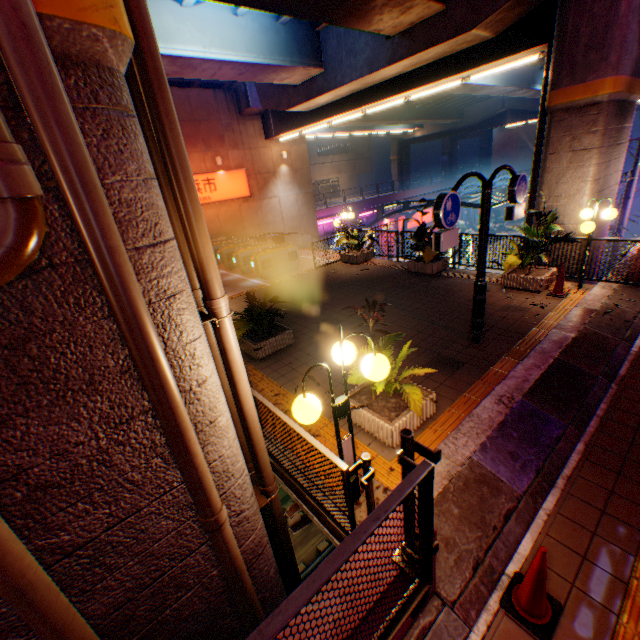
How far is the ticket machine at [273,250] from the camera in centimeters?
1345cm

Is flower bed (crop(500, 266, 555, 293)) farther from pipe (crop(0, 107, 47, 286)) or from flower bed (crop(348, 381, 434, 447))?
pipe (crop(0, 107, 47, 286))

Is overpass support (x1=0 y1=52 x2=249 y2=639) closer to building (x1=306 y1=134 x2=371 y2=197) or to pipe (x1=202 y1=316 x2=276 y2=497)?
pipe (x1=202 y1=316 x2=276 y2=497)

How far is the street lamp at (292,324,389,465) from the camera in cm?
295

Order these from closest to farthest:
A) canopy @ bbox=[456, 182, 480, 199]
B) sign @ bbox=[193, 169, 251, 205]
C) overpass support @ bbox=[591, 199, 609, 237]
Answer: overpass support @ bbox=[591, 199, 609, 237]
sign @ bbox=[193, 169, 251, 205]
canopy @ bbox=[456, 182, 480, 199]

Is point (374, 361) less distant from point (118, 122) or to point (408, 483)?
point (408, 483)

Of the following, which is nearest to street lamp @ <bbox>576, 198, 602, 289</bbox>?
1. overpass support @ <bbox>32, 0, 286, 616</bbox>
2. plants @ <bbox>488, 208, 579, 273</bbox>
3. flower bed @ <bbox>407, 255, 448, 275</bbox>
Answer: plants @ <bbox>488, 208, 579, 273</bbox>

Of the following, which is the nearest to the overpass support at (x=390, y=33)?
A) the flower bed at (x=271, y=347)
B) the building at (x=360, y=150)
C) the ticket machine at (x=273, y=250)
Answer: the flower bed at (x=271, y=347)
